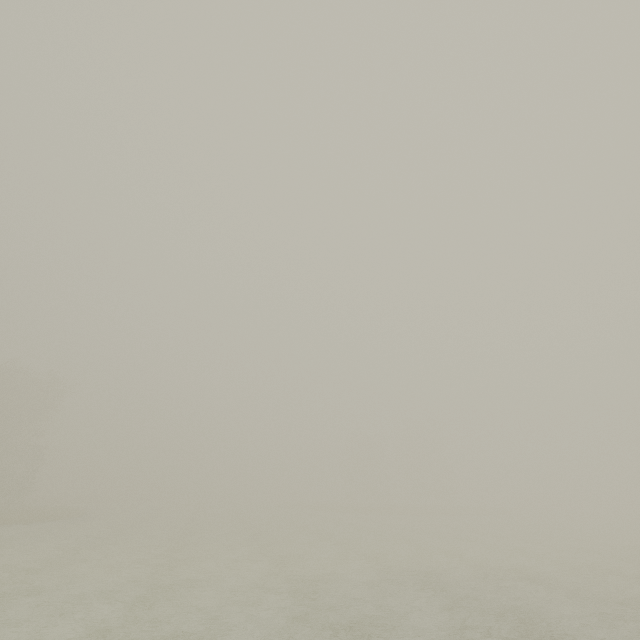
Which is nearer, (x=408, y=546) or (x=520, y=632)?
(x=520, y=632)
